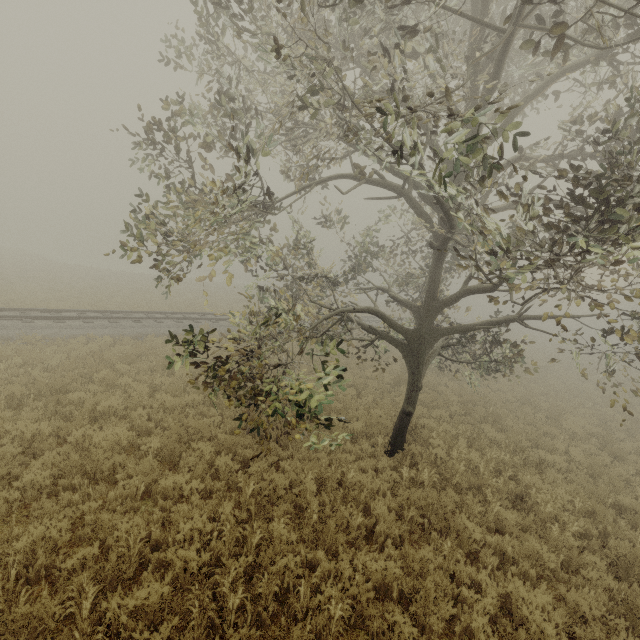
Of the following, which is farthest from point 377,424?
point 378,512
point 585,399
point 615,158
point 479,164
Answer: point 585,399

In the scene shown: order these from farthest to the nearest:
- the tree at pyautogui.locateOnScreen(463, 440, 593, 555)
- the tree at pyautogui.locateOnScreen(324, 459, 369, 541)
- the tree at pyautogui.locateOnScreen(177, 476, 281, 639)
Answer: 1. the tree at pyautogui.locateOnScreen(463, 440, 593, 555)
2. the tree at pyautogui.locateOnScreen(324, 459, 369, 541)
3. the tree at pyautogui.locateOnScreen(177, 476, 281, 639)

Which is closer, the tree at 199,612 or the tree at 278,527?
the tree at 199,612

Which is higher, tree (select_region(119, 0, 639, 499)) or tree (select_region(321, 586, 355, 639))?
tree (select_region(119, 0, 639, 499))

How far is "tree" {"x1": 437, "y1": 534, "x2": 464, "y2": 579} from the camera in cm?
556

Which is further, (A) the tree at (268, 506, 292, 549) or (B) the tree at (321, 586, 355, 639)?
(A) the tree at (268, 506, 292, 549)

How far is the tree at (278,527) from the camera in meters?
5.5 m
